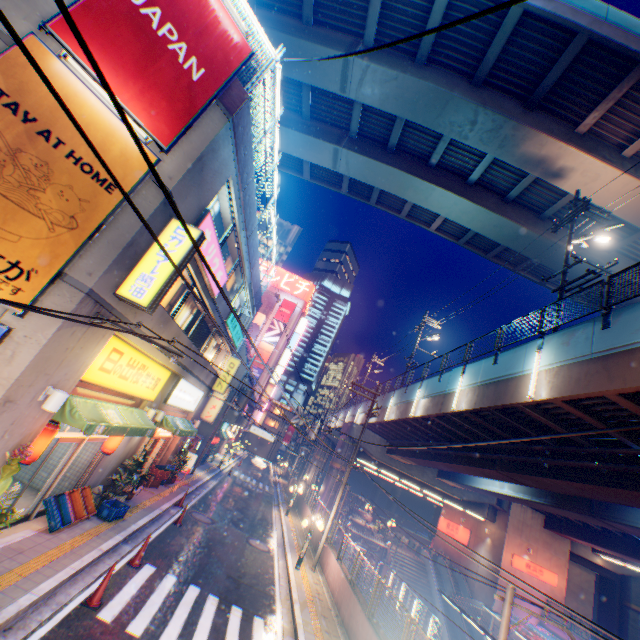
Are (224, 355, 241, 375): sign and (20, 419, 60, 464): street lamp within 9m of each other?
no

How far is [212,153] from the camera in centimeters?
890cm

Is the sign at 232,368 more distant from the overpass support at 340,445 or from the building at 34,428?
the overpass support at 340,445

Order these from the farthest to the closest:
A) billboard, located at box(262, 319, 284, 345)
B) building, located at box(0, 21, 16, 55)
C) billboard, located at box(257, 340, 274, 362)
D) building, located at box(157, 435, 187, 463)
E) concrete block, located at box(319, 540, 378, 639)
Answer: billboard, located at box(262, 319, 284, 345) < billboard, located at box(257, 340, 274, 362) < building, located at box(157, 435, 187, 463) < concrete block, located at box(319, 540, 378, 639) < building, located at box(0, 21, 16, 55)

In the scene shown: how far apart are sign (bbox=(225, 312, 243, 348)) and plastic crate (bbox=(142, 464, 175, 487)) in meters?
7.6

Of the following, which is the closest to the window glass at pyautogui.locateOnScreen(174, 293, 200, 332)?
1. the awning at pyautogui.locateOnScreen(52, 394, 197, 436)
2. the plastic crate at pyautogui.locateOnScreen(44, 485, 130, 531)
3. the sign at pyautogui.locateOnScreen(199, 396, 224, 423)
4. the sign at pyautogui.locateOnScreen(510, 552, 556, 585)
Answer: the awning at pyautogui.locateOnScreen(52, 394, 197, 436)

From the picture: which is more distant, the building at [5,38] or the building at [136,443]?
the building at [136,443]

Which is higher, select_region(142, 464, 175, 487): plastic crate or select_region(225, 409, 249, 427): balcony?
select_region(225, 409, 249, 427): balcony
